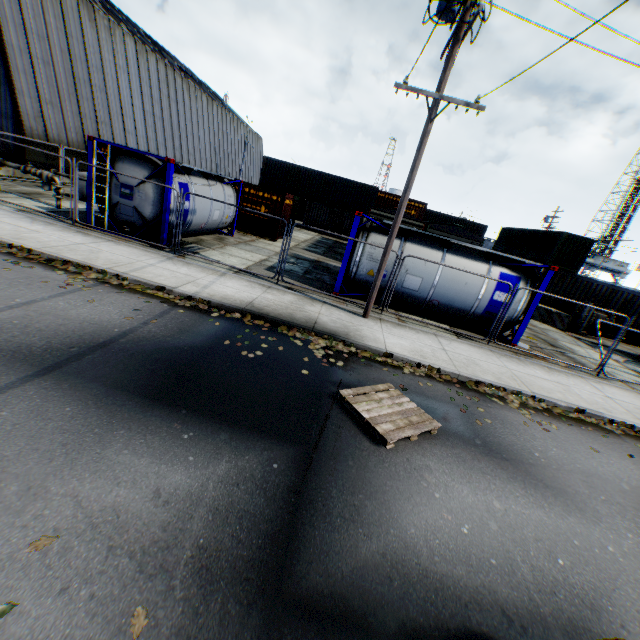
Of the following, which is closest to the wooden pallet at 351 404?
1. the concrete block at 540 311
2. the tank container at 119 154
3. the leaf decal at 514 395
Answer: the leaf decal at 514 395

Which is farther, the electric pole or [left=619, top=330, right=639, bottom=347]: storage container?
[left=619, top=330, right=639, bottom=347]: storage container

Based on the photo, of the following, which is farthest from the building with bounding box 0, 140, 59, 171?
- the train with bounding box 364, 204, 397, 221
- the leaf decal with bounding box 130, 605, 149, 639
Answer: the leaf decal with bounding box 130, 605, 149, 639

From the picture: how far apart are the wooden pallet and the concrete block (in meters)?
16.31

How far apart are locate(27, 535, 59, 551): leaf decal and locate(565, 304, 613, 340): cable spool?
21.9 meters

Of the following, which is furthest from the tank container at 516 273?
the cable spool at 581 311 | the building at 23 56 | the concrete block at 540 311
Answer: the building at 23 56

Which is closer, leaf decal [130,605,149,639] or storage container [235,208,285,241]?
leaf decal [130,605,149,639]

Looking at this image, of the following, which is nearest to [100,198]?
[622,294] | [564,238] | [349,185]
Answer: [349,185]
